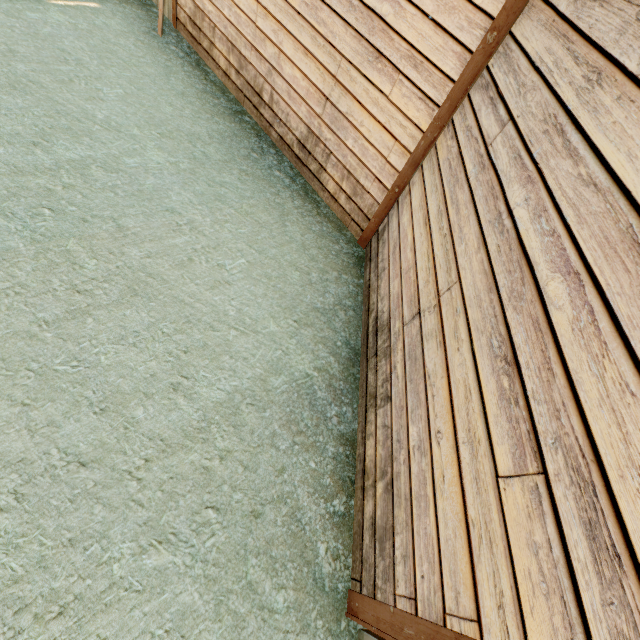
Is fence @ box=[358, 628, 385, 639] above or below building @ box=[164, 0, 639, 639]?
below

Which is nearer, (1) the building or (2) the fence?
(1) the building

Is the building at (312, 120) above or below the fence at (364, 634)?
above

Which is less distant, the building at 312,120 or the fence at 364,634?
the building at 312,120

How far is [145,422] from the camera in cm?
289
